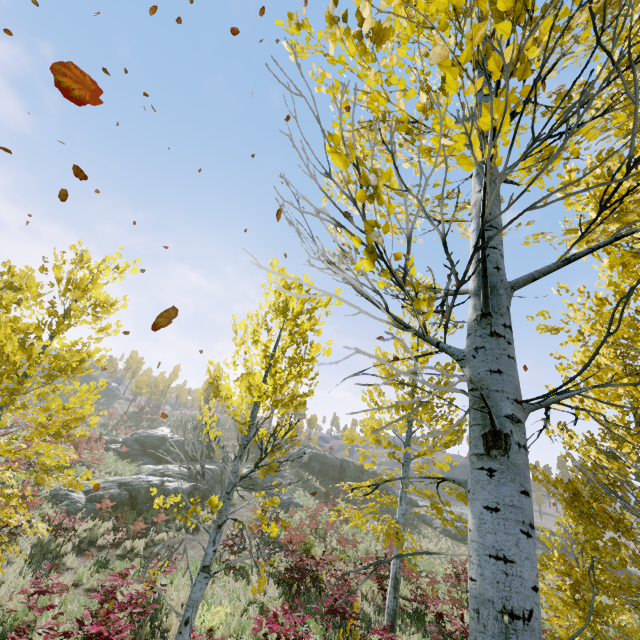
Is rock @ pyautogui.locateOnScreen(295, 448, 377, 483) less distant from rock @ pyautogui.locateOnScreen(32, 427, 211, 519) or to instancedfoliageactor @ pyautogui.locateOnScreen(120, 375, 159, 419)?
rock @ pyautogui.locateOnScreen(32, 427, 211, 519)

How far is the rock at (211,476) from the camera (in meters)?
23.22

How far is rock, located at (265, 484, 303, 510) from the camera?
26.5m

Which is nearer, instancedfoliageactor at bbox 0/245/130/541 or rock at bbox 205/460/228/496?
instancedfoliageactor at bbox 0/245/130/541

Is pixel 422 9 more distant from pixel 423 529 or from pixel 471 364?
pixel 423 529

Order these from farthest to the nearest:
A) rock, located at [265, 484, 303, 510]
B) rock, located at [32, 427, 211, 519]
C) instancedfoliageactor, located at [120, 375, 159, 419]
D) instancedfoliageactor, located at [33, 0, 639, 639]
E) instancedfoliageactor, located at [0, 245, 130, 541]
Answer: instancedfoliageactor, located at [120, 375, 159, 419] → rock, located at [265, 484, 303, 510] → rock, located at [32, 427, 211, 519] → instancedfoliageactor, located at [0, 245, 130, 541] → instancedfoliageactor, located at [33, 0, 639, 639]

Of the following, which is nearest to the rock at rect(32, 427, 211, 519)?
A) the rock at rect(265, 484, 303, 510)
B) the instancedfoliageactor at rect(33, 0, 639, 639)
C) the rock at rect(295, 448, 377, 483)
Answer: the rock at rect(265, 484, 303, 510)
